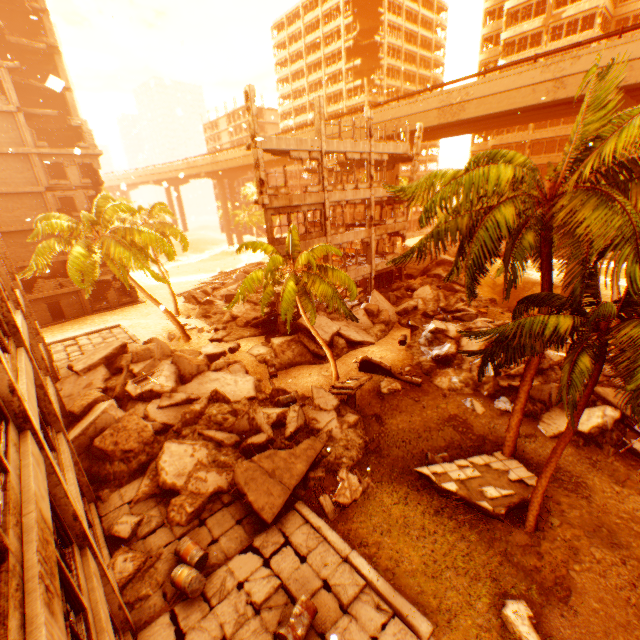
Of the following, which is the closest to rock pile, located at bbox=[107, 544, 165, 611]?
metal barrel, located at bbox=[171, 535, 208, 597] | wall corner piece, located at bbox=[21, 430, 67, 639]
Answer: metal barrel, located at bbox=[171, 535, 208, 597]

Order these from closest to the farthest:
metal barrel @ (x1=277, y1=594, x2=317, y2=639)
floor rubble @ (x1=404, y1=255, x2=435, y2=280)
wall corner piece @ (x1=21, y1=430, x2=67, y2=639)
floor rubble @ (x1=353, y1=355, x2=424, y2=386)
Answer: wall corner piece @ (x1=21, y1=430, x2=67, y2=639) → metal barrel @ (x1=277, y1=594, x2=317, y2=639) → floor rubble @ (x1=353, y1=355, x2=424, y2=386) → floor rubble @ (x1=404, y1=255, x2=435, y2=280)

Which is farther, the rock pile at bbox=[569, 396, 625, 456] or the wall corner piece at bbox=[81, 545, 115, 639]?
the rock pile at bbox=[569, 396, 625, 456]

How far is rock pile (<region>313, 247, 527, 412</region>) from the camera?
17.05m

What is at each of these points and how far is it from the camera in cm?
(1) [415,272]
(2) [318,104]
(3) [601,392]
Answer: (1) floor rubble, 3256
(2) pillar, 2014
(3) floor rubble, 1453

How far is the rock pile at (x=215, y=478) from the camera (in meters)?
11.80

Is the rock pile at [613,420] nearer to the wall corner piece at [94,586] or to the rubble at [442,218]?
the rubble at [442,218]

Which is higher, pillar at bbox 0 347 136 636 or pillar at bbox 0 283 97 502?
pillar at bbox 0 283 97 502
